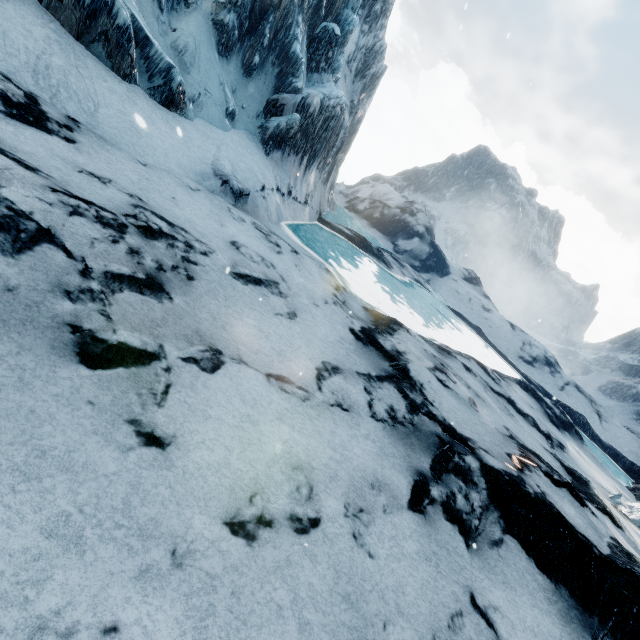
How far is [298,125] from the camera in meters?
14.7 m
